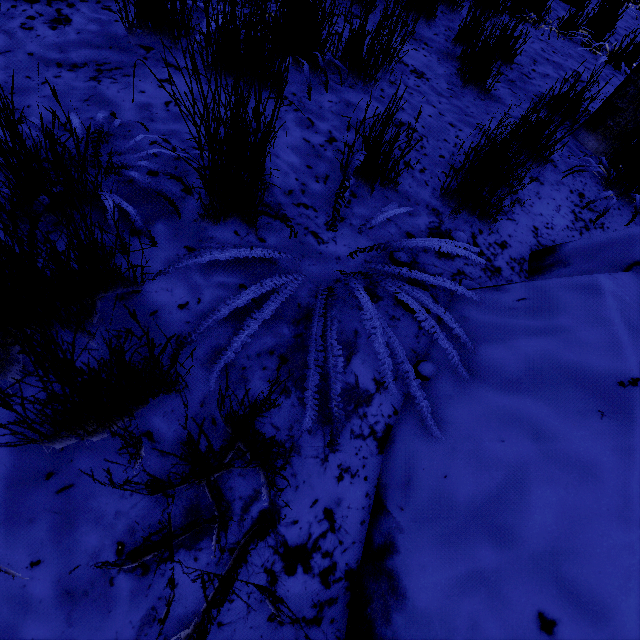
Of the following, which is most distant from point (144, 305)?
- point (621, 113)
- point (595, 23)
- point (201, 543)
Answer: point (595, 23)

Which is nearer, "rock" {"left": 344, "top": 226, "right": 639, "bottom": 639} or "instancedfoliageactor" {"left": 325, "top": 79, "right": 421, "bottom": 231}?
"rock" {"left": 344, "top": 226, "right": 639, "bottom": 639}

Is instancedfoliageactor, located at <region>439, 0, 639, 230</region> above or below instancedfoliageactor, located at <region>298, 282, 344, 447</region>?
above

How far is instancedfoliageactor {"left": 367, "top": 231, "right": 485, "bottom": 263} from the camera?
1.28m

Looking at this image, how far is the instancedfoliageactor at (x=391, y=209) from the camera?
1.5 meters

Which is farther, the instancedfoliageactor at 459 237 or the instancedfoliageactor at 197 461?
the instancedfoliageactor at 459 237
